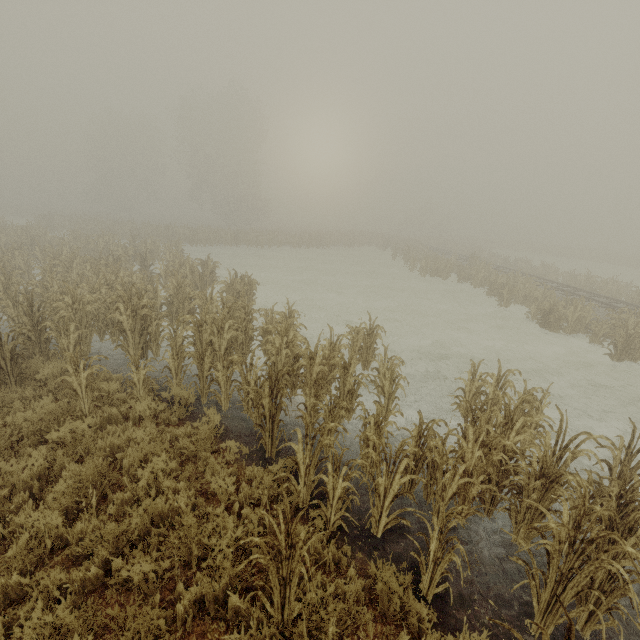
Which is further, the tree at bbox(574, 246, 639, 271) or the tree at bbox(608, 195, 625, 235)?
the tree at bbox(608, 195, 625, 235)

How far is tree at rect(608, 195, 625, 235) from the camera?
57.9 meters

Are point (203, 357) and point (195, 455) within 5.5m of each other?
yes

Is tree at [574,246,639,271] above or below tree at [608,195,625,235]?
below

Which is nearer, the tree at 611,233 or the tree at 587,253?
the tree at 587,253

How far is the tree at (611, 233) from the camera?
57.92m
